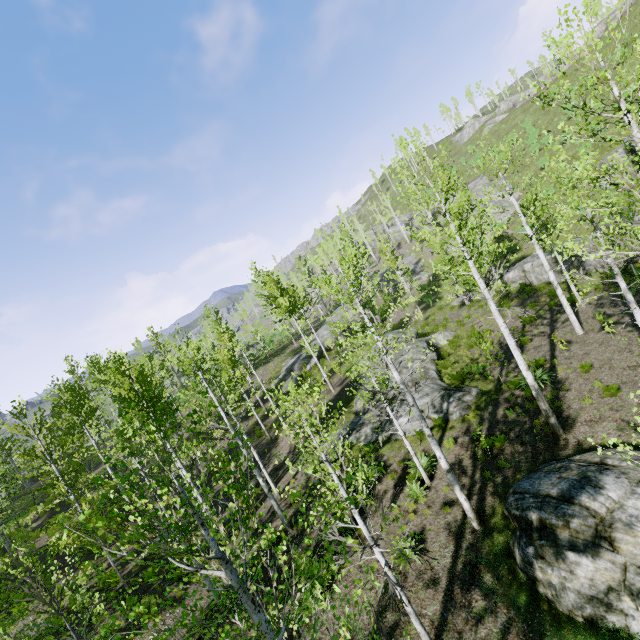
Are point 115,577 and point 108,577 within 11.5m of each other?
yes

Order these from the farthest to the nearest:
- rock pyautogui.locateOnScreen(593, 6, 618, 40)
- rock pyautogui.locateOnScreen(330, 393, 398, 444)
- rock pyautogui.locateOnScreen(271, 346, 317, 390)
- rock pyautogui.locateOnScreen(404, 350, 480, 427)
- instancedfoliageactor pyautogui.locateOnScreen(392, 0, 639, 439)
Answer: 1. rock pyautogui.locateOnScreen(593, 6, 618, 40)
2. rock pyautogui.locateOnScreen(271, 346, 317, 390)
3. rock pyautogui.locateOnScreen(330, 393, 398, 444)
4. rock pyautogui.locateOnScreen(404, 350, 480, 427)
5. instancedfoliageactor pyautogui.locateOnScreen(392, 0, 639, 439)

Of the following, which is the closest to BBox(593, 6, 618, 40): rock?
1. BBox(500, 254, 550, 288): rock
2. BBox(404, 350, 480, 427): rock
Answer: BBox(500, 254, 550, 288): rock

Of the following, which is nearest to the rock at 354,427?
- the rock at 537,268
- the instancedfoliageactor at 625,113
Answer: the instancedfoliageactor at 625,113

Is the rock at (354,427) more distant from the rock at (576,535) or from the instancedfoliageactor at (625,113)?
the rock at (576,535)

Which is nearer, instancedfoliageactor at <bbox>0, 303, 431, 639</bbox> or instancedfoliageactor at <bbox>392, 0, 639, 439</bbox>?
instancedfoliageactor at <bbox>0, 303, 431, 639</bbox>

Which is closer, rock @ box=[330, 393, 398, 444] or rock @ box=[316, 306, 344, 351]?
rock @ box=[330, 393, 398, 444]

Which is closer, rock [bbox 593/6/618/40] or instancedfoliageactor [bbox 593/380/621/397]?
instancedfoliageactor [bbox 593/380/621/397]
